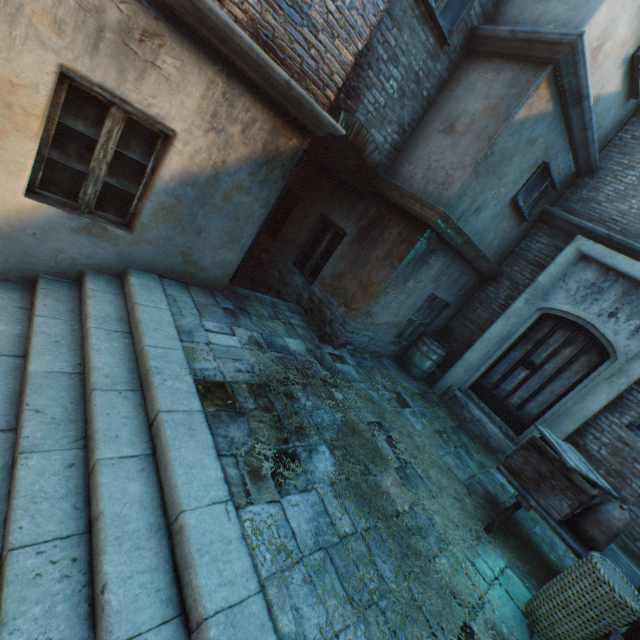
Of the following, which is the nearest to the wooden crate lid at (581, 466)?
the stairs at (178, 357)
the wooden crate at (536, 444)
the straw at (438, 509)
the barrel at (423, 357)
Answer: the wooden crate at (536, 444)

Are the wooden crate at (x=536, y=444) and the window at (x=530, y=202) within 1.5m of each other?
no

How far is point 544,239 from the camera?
6.6m

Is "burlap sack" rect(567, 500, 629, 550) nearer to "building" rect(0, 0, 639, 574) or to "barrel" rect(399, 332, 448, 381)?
"building" rect(0, 0, 639, 574)

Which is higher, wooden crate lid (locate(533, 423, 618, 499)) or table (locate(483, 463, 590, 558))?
wooden crate lid (locate(533, 423, 618, 499))

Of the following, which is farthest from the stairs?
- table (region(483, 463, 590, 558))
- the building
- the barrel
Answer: the barrel

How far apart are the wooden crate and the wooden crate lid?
0.01m

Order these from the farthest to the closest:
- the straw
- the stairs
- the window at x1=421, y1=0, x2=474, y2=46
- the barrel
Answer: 1. the barrel
2. the window at x1=421, y1=0, x2=474, y2=46
3. the straw
4. the stairs
